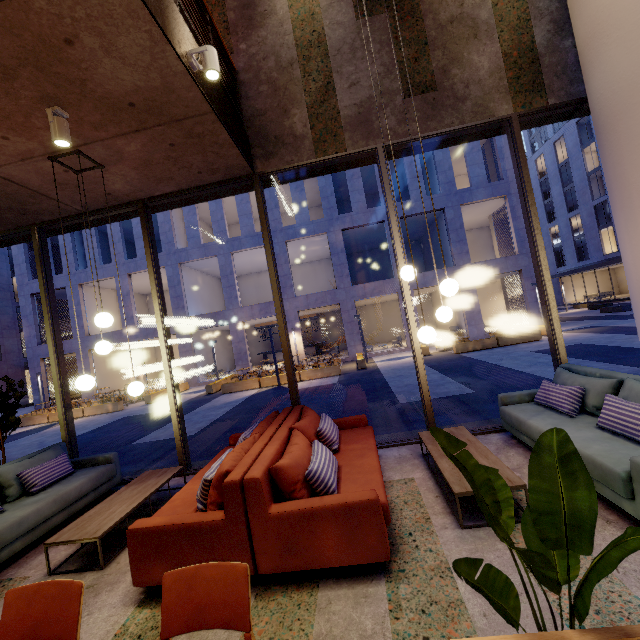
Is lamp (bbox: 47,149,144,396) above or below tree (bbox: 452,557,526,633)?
above

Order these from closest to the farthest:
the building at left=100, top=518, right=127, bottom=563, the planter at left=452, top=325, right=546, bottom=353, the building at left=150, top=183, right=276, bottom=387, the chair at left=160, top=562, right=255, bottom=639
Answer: the chair at left=160, top=562, right=255, bottom=639
the building at left=100, top=518, right=127, bottom=563
the planter at left=452, top=325, right=546, bottom=353
the building at left=150, top=183, right=276, bottom=387

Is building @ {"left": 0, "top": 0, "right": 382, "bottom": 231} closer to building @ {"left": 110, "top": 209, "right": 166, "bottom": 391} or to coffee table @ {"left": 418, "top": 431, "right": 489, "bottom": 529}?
coffee table @ {"left": 418, "top": 431, "right": 489, "bottom": 529}

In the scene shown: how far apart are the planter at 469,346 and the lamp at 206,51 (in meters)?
15.49

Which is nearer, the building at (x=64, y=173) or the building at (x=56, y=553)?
the building at (x=56, y=553)

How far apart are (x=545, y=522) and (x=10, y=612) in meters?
2.6 m

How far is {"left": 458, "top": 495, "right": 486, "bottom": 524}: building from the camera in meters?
2.9

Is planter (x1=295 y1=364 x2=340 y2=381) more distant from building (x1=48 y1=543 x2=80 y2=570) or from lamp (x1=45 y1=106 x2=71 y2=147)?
lamp (x1=45 y1=106 x2=71 y2=147)
